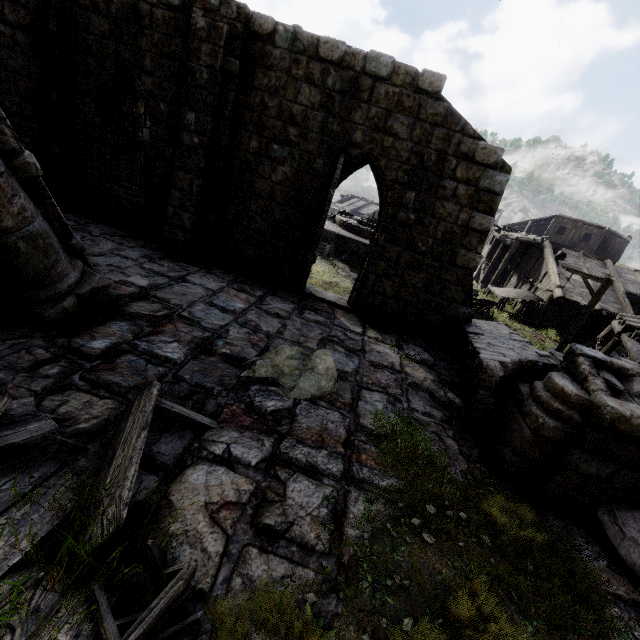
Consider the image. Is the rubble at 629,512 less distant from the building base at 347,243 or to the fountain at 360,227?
the building base at 347,243

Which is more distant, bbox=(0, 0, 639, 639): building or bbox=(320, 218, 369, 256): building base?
bbox=(320, 218, 369, 256): building base

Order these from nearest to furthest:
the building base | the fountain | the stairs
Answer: the stairs → the building base → the fountain

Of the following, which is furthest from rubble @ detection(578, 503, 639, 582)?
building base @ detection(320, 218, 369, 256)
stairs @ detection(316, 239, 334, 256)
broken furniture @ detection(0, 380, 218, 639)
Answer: stairs @ detection(316, 239, 334, 256)

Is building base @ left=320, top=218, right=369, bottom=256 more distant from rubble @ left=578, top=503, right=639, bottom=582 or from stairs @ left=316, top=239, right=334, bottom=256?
rubble @ left=578, top=503, right=639, bottom=582

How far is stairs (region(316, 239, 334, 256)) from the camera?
22.83m

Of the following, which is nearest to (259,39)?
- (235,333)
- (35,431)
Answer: (235,333)

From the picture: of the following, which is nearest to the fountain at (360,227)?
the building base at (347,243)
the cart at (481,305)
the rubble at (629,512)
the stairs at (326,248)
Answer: the building base at (347,243)
